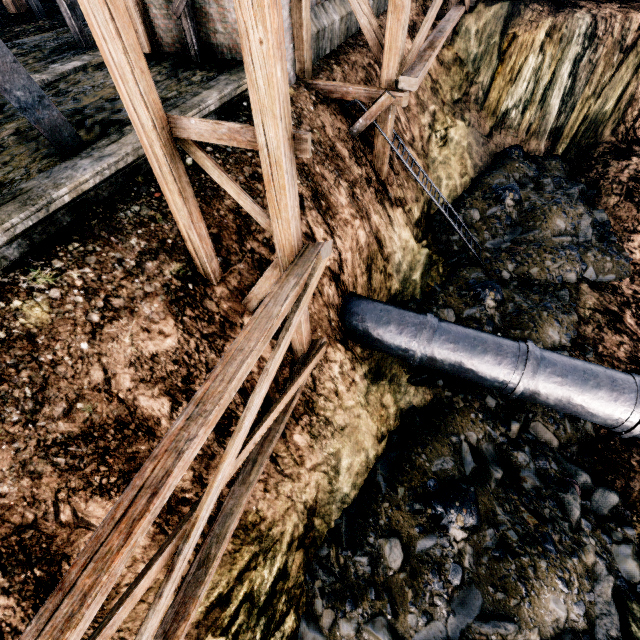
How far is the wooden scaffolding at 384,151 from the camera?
11.90m

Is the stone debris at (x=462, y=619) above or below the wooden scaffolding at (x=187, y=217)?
below

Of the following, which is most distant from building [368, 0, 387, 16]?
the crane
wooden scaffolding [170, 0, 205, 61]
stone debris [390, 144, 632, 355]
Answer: stone debris [390, 144, 632, 355]

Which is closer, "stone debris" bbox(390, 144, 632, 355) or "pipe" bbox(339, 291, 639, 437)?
"pipe" bbox(339, 291, 639, 437)

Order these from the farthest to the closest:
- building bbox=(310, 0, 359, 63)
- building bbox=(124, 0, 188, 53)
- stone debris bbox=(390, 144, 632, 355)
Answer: stone debris bbox=(390, 144, 632, 355), building bbox=(310, 0, 359, 63), building bbox=(124, 0, 188, 53)

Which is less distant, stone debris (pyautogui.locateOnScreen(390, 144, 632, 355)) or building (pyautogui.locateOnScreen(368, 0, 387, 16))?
stone debris (pyautogui.locateOnScreen(390, 144, 632, 355))

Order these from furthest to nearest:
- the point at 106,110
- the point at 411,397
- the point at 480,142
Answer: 1. the point at 480,142
2. the point at 411,397
3. the point at 106,110

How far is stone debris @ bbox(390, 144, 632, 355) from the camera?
12.84m
